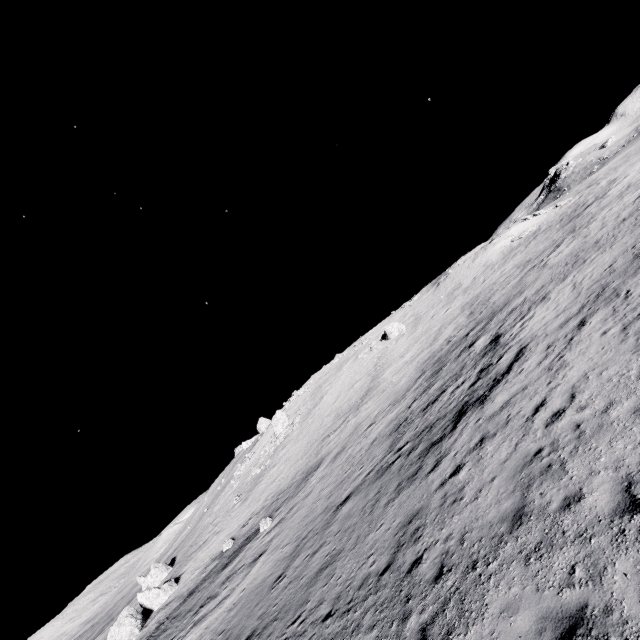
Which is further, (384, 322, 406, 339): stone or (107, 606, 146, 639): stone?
(384, 322, 406, 339): stone

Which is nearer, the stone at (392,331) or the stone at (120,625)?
the stone at (120,625)

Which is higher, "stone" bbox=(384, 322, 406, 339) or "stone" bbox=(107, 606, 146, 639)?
"stone" bbox=(384, 322, 406, 339)

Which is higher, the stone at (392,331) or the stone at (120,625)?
→ the stone at (392,331)

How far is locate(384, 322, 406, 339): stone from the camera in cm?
4955

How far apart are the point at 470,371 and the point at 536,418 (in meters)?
8.74
